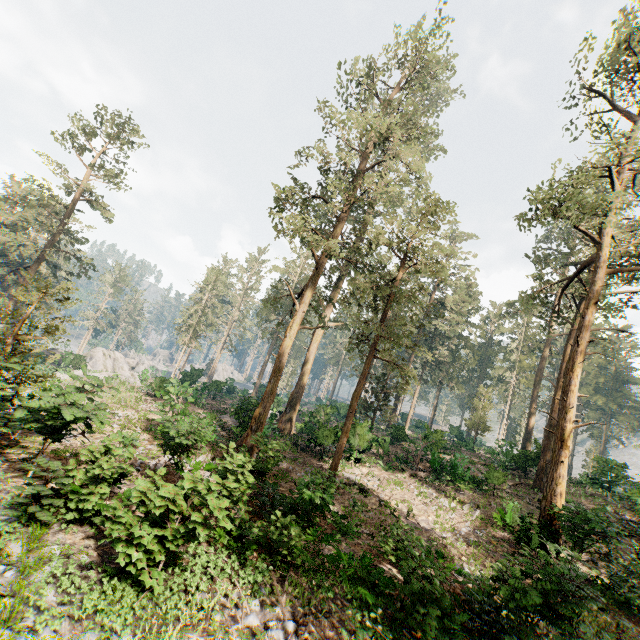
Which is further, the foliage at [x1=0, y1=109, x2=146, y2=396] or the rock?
the rock

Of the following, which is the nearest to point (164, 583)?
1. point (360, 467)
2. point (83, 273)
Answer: point (360, 467)

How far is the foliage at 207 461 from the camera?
12.86m

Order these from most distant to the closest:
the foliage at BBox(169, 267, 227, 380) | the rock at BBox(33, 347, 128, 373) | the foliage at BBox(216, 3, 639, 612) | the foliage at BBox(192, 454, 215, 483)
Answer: the foliage at BBox(169, 267, 227, 380) → the rock at BBox(33, 347, 128, 373) → the foliage at BBox(216, 3, 639, 612) → the foliage at BBox(192, 454, 215, 483)

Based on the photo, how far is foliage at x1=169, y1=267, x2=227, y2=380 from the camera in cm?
5141

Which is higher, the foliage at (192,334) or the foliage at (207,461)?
the foliage at (192,334)
